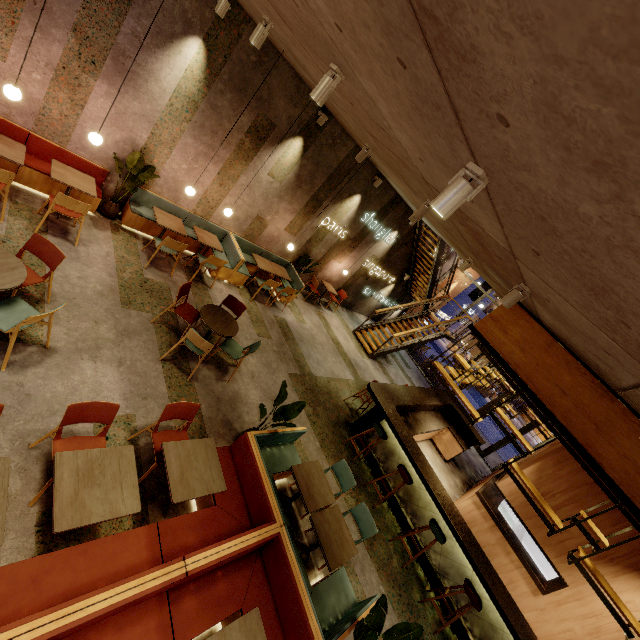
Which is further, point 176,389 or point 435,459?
point 435,459

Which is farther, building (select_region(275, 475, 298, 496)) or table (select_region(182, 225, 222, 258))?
table (select_region(182, 225, 222, 258))

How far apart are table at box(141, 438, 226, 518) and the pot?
5.41m

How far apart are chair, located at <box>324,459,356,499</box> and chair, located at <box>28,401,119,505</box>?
2.8 meters

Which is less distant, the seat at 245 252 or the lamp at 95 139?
the lamp at 95 139

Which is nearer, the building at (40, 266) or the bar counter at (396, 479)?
the building at (40, 266)

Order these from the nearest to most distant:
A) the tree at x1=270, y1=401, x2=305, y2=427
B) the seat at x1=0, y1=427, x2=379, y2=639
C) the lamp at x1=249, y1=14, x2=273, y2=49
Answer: the seat at x1=0, y1=427, x2=379, y2=639 < the lamp at x1=249, y1=14, x2=273, y2=49 < the tree at x1=270, y1=401, x2=305, y2=427

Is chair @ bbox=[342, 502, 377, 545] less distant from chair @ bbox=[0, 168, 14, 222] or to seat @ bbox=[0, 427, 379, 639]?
seat @ bbox=[0, 427, 379, 639]
